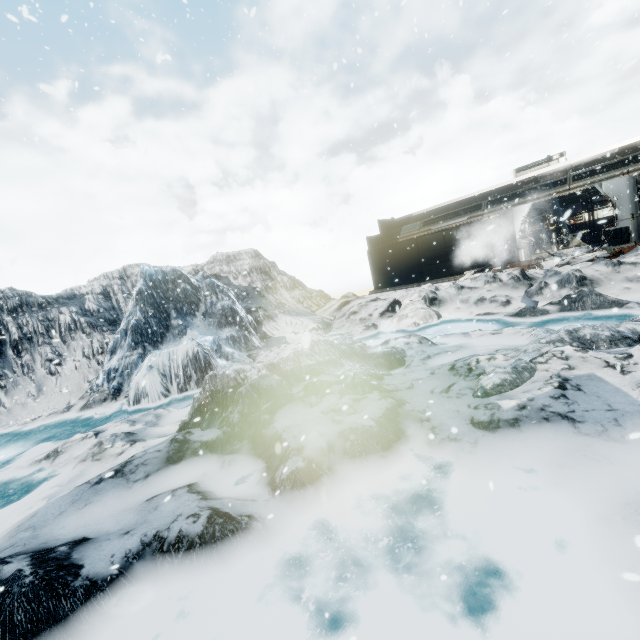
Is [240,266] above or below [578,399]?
above
